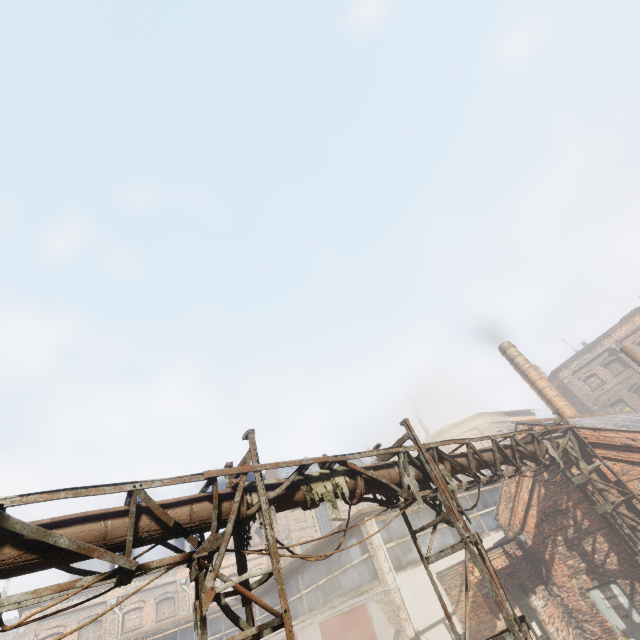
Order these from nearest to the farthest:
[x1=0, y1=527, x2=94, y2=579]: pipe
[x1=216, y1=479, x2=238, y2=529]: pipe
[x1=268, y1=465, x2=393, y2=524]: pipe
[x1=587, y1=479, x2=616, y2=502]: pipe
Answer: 1. [x1=0, y1=527, x2=94, y2=579]: pipe
2. [x1=216, y1=479, x2=238, y2=529]: pipe
3. [x1=268, y1=465, x2=393, y2=524]: pipe
4. [x1=587, y1=479, x2=616, y2=502]: pipe

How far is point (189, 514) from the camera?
4.6 meters

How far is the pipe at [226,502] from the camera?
4.8 meters

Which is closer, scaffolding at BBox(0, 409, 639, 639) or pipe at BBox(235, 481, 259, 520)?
scaffolding at BBox(0, 409, 639, 639)

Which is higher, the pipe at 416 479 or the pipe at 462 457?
the pipe at 462 457

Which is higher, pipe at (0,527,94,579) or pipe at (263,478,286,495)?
pipe at (263,478,286,495)

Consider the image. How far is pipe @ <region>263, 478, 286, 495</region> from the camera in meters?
5.3 m
